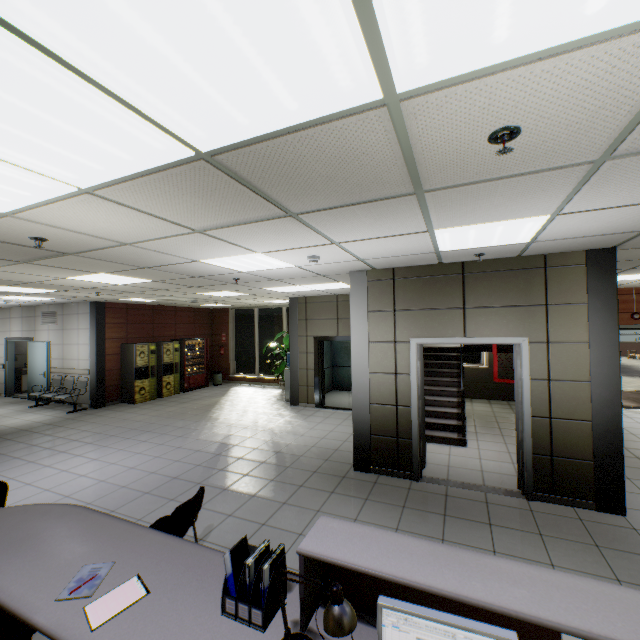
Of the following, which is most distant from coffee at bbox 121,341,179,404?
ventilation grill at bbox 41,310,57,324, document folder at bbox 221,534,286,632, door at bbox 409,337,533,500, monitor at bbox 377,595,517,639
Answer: monitor at bbox 377,595,517,639

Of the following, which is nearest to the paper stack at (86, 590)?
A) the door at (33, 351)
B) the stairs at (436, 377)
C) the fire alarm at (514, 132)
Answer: the fire alarm at (514, 132)

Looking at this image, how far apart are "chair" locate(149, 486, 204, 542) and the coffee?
8.1 meters

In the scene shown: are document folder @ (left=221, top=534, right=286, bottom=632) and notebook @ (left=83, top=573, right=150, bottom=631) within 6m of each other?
yes

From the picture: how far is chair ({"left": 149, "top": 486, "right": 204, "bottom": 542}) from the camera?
2.72m

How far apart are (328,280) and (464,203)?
4.04m

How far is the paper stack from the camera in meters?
1.9

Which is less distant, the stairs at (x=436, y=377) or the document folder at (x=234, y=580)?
the document folder at (x=234, y=580)
